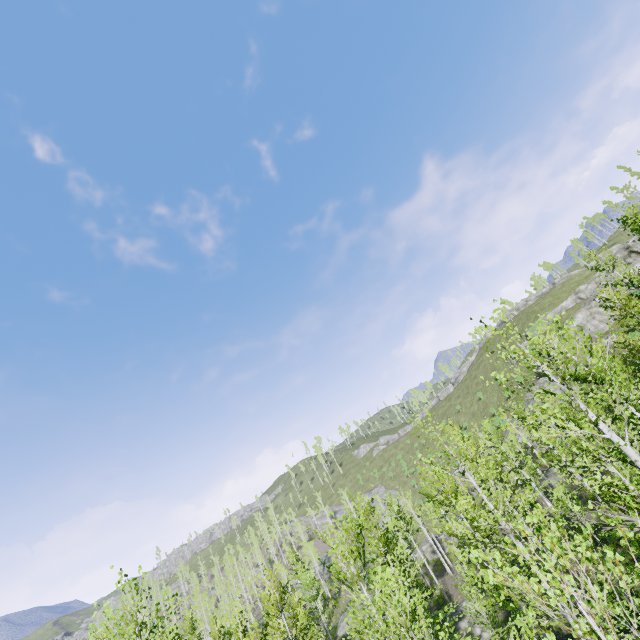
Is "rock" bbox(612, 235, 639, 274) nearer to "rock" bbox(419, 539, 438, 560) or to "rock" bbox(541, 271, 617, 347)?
"rock" bbox(541, 271, 617, 347)

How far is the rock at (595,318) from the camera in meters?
42.1

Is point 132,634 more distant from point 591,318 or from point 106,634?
point 591,318

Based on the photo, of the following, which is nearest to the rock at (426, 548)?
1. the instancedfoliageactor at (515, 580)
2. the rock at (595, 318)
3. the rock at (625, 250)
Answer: the instancedfoliageactor at (515, 580)

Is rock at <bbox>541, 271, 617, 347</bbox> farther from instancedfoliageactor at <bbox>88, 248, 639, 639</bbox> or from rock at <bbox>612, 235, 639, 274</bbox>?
instancedfoliageactor at <bbox>88, 248, 639, 639</bbox>

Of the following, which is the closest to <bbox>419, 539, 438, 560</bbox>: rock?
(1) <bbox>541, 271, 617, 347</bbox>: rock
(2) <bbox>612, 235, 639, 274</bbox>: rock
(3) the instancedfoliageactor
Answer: (3) the instancedfoliageactor

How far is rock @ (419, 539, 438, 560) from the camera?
44.44m
